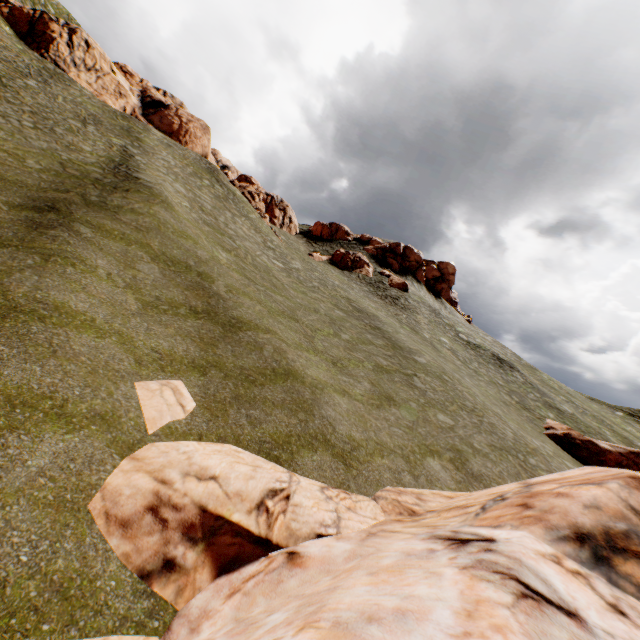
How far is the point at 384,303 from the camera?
38.34m

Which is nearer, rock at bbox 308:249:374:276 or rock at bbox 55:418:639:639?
rock at bbox 55:418:639:639

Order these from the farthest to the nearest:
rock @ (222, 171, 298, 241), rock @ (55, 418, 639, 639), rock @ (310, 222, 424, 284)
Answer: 1. rock @ (310, 222, 424, 284)
2. rock @ (222, 171, 298, 241)
3. rock @ (55, 418, 639, 639)

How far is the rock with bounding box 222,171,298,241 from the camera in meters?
42.8 m

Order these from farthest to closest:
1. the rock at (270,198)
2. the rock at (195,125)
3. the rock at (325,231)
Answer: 1. the rock at (325,231)
2. the rock at (270,198)
3. the rock at (195,125)

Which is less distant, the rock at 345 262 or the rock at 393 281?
the rock at 393 281
